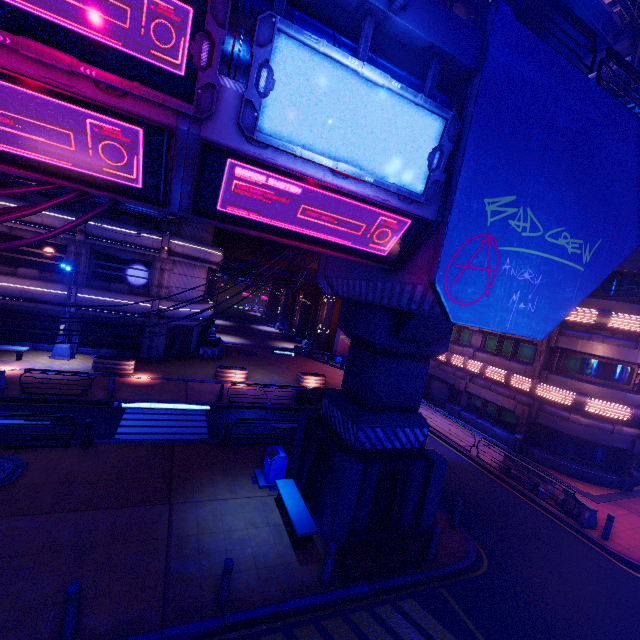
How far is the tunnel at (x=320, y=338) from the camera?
37.8 meters

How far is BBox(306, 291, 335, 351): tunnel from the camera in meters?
37.8

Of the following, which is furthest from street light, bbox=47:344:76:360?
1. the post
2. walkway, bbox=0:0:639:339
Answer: the post

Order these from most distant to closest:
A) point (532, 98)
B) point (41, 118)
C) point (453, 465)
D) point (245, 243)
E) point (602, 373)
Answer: point (245, 243)
point (602, 373)
point (453, 465)
point (532, 98)
point (41, 118)

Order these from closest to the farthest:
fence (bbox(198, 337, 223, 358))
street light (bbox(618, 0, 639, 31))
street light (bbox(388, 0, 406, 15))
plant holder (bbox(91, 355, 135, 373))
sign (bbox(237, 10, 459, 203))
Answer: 1. sign (bbox(237, 10, 459, 203))
2. street light (bbox(388, 0, 406, 15))
3. street light (bbox(618, 0, 639, 31))
4. plant holder (bbox(91, 355, 135, 373))
5. fence (bbox(198, 337, 223, 358))

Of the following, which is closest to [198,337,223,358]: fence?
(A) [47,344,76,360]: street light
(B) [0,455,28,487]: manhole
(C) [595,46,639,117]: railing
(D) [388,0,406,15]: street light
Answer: (A) [47,344,76,360]: street light

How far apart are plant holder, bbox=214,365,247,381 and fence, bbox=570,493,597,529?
18.7m

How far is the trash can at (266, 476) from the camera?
11.8 meters
